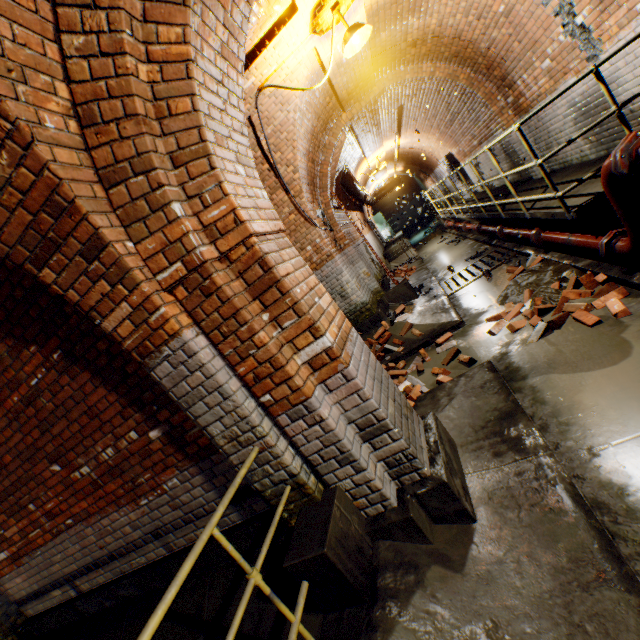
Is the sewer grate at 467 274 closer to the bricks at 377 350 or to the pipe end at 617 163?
the bricks at 377 350

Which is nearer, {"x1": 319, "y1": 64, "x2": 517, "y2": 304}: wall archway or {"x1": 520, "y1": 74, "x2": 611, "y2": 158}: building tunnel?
{"x1": 520, "y1": 74, "x2": 611, "y2": 158}: building tunnel

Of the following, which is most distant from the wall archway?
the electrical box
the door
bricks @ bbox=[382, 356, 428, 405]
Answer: the door

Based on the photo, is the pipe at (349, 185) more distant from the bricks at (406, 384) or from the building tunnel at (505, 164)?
the bricks at (406, 384)

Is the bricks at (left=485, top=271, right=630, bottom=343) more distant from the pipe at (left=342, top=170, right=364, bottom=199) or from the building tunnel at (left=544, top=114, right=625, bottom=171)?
the pipe at (left=342, top=170, right=364, bottom=199)

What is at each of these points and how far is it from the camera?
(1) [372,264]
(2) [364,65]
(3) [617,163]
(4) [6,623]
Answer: (1) building tunnel, 11.42m
(2) building tunnel, 5.86m
(3) pipe end, 2.61m
(4) support arch, 4.04m

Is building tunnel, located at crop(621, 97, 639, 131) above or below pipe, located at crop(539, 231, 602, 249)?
above

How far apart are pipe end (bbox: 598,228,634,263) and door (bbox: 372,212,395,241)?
20.8m
